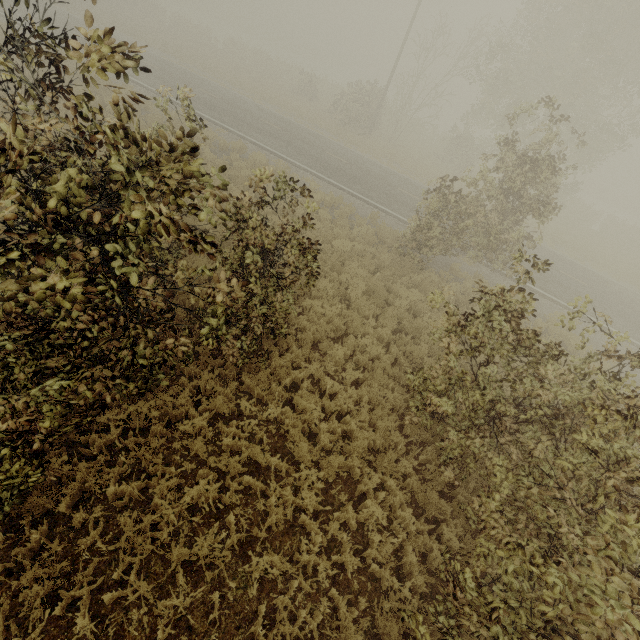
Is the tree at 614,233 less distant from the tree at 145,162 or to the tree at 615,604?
the tree at 615,604

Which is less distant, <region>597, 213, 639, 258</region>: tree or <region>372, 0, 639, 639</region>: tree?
<region>372, 0, 639, 639</region>: tree

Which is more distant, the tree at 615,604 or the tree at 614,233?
the tree at 614,233

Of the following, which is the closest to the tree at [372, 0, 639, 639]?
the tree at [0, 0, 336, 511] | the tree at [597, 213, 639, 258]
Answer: the tree at [0, 0, 336, 511]

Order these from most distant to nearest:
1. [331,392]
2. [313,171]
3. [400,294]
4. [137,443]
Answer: [313,171], [400,294], [331,392], [137,443]

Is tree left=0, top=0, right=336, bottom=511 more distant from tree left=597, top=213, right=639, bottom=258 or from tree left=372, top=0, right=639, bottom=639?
tree left=597, top=213, right=639, bottom=258

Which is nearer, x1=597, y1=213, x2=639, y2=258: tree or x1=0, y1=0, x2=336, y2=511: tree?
x1=0, y1=0, x2=336, y2=511: tree
